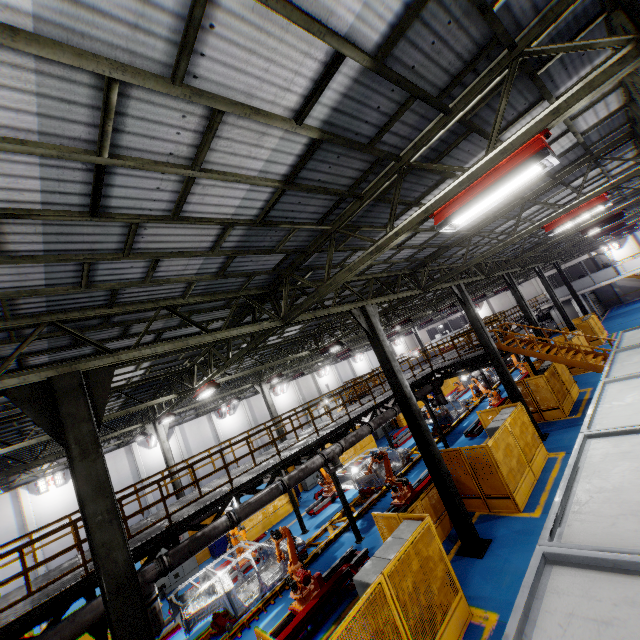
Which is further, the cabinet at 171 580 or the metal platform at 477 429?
the metal platform at 477 429

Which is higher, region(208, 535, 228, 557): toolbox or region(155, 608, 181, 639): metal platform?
region(208, 535, 228, 557): toolbox

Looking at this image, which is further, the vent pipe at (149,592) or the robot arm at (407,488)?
the robot arm at (407,488)

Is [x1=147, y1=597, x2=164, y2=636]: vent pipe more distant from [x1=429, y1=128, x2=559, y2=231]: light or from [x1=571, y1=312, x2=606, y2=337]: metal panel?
[x1=429, y1=128, x2=559, y2=231]: light

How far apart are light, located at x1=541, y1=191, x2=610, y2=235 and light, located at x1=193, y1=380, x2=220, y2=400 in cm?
1280

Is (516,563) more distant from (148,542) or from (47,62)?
(47,62)

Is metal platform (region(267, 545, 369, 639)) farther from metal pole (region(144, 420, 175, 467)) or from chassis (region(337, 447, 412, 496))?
metal pole (region(144, 420, 175, 467))

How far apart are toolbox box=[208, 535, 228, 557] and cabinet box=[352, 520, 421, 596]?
13.0m
